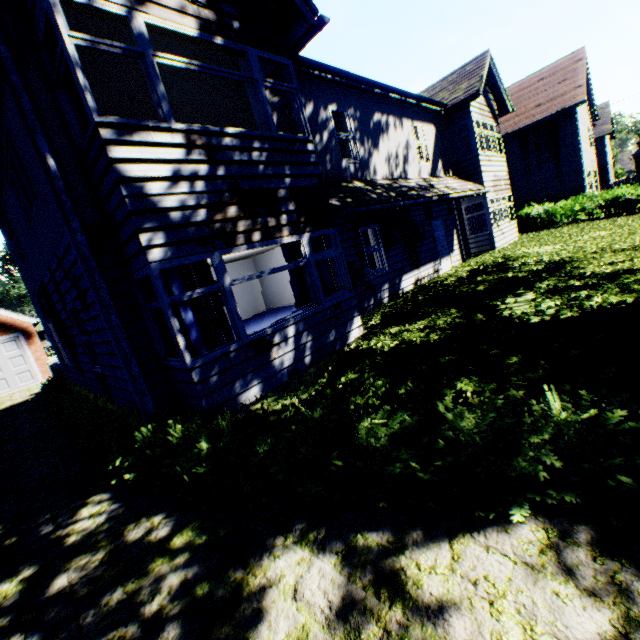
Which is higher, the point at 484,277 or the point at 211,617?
the point at 484,277

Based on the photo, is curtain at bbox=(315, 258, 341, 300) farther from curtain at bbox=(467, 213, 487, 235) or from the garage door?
the garage door

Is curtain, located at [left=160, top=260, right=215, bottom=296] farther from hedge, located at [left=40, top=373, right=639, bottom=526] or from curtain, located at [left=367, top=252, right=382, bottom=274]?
curtain, located at [left=367, top=252, right=382, bottom=274]

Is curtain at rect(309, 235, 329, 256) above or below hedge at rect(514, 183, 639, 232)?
above

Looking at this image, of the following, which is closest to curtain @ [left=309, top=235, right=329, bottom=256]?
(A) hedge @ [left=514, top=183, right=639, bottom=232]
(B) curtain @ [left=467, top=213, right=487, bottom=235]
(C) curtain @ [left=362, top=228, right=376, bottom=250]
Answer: (C) curtain @ [left=362, top=228, right=376, bottom=250]

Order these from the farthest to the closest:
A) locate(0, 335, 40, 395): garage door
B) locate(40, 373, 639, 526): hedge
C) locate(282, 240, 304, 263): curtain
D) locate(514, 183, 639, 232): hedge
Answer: locate(514, 183, 639, 232): hedge, locate(0, 335, 40, 395): garage door, locate(282, 240, 304, 263): curtain, locate(40, 373, 639, 526): hedge

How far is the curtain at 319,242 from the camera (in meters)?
7.24

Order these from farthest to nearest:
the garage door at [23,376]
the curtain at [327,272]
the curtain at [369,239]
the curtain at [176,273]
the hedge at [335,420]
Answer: the garage door at [23,376], the curtain at [369,239], the curtain at [327,272], the curtain at [176,273], the hedge at [335,420]
